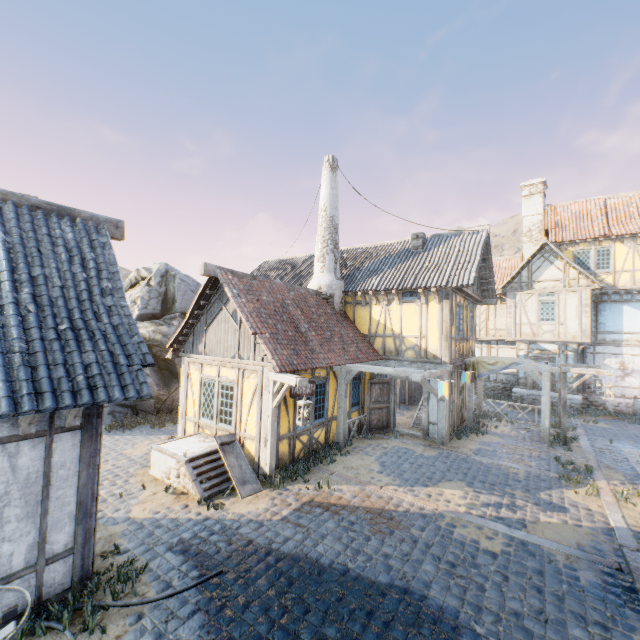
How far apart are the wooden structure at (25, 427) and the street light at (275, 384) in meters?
4.5 m

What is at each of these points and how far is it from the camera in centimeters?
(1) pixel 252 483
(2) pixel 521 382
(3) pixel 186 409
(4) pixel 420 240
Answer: (1) washtub, 799cm
(2) building, 1988cm
(3) building, 1061cm
(4) chimney, 1475cm

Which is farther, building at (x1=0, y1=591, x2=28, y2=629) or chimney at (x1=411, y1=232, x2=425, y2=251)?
chimney at (x1=411, y1=232, x2=425, y2=251)

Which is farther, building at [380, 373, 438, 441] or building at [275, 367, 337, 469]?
building at [380, 373, 438, 441]

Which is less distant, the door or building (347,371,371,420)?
building (347,371,371,420)

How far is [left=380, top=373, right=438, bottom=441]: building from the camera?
12.31m

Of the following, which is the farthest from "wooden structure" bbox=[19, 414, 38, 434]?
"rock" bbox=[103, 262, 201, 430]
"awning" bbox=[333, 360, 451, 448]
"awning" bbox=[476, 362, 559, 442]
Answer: "awning" bbox=[476, 362, 559, 442]

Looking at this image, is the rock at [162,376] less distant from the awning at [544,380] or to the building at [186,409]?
the building at [186,409]
